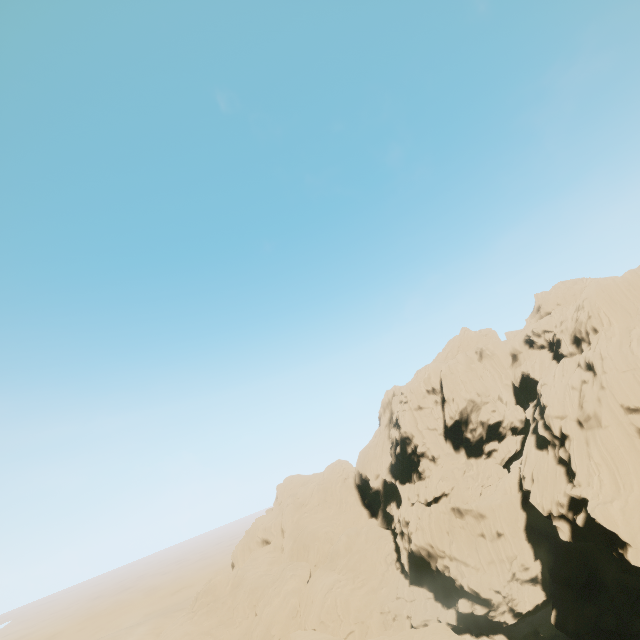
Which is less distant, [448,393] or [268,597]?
[448,393]
